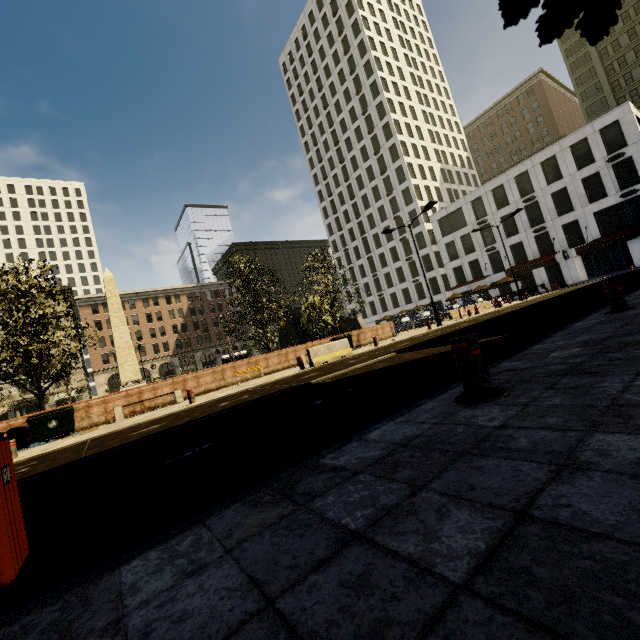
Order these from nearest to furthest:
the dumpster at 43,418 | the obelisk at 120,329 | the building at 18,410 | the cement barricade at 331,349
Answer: the dumpster at 43,418 → the cement barricade at 331,349 → the obelisk at 120,329 → the building at 18,410

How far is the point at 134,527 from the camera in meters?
2.2

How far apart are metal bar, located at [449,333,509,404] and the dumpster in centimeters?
1499cm

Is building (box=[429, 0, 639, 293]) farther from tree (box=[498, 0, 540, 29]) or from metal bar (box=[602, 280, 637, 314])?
metal bar (box=[602, 280, 637, 314])

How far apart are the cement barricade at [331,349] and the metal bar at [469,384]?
11.6 meters

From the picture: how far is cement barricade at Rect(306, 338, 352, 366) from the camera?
14.70m

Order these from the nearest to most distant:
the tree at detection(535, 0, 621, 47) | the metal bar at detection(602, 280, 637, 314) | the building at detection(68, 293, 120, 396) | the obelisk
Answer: the tree at detection(535, 0, 621, 47)
the metal bar at detection(602, 280, 637, 314)
the obelisk
the building at detection(68, 293, 120, 396)

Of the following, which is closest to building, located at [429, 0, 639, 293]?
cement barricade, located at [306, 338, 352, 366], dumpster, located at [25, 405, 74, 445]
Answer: cement barricade, located at [306, 338, 352, 366]
